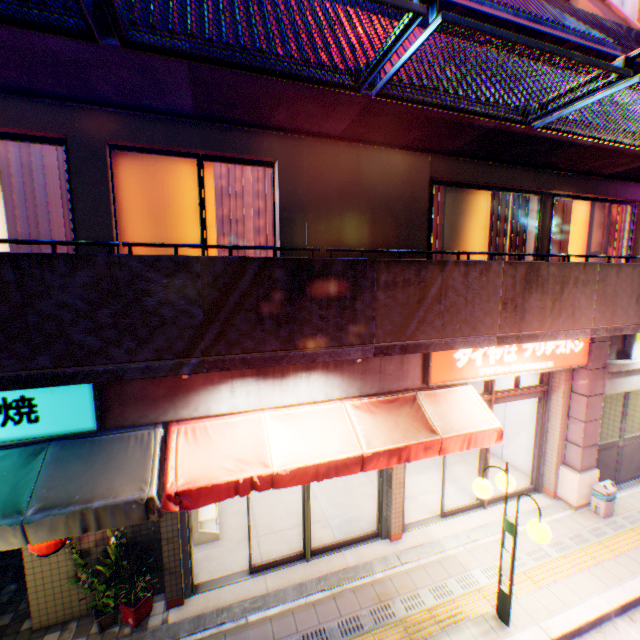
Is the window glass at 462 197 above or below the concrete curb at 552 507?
above

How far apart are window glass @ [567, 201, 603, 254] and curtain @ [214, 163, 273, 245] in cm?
616

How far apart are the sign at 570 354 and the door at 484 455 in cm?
40

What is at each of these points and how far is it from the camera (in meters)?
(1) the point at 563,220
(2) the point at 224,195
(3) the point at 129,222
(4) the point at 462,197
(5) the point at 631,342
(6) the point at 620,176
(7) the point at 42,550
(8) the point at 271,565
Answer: (1) curtain, 7.11
(2) curtain, 4.80
(3) window glass, 4.53
(4) window glass, 6.49
(5) sign, 7.18
(6) balcony, 6.78
(7) street lamp, 4.06
(8) door, 5.76

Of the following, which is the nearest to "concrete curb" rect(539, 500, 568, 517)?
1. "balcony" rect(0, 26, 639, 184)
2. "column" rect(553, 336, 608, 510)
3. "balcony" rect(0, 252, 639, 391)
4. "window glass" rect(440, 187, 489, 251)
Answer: "column" rect(553, 336, 608, 510)

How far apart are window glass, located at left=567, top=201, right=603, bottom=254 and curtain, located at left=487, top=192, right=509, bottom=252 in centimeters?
86cm

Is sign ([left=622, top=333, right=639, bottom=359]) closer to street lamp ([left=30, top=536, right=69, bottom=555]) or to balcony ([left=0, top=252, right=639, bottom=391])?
balcony ([left=0, top=252, right=639, bottom=391])

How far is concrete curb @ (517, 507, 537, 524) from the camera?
6.8m
